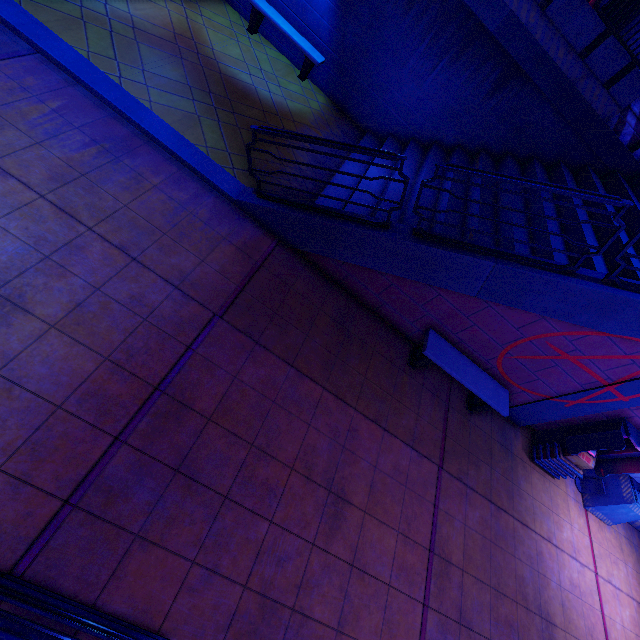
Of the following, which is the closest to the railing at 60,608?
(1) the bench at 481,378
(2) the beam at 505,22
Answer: (1) the bench at 481,378

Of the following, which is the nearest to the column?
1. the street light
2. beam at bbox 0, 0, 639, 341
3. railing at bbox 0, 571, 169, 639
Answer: beam at bbox 0, 0, 639, 341

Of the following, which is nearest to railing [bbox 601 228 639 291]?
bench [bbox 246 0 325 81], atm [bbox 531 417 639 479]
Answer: atm [bbox 531 417 639 479]

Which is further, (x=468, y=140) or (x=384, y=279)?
(x=468, y=140)

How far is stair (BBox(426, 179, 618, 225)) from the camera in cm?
734

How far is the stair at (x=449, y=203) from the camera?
6.9m

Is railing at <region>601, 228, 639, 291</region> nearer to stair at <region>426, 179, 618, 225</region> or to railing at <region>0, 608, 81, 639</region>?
stair at <region>426, 179, 618, 225</region>
